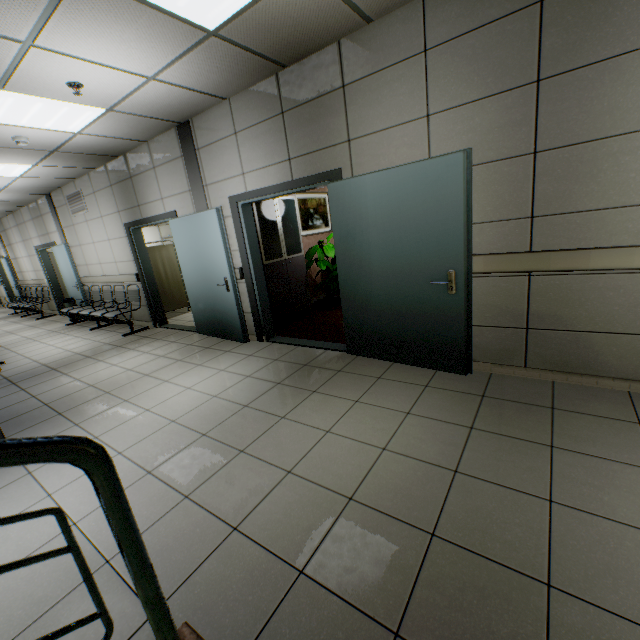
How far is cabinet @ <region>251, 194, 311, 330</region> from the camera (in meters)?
5.16

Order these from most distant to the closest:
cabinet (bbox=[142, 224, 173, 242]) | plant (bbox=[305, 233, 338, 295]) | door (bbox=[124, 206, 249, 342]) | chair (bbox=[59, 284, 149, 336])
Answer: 1. cabinet (bbox=[142, 224, 173, 242])
2. chair (bbox=[59, 284, 149, 336])
3. plant (bbox=[305, 233, 338, 295])
4. door (bbox=[124, 206, 249, 342])

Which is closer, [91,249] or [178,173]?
[178,173]

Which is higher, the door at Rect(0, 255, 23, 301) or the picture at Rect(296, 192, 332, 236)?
the picture at Rect(296, 192, 332, 236)

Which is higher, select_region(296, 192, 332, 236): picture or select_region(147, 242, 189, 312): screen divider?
select_region(296, 192, 332, 236): picture

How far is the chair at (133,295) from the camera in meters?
6.6 m

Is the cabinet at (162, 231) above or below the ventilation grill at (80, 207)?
below

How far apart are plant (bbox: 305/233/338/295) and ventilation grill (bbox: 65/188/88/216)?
5.13m
